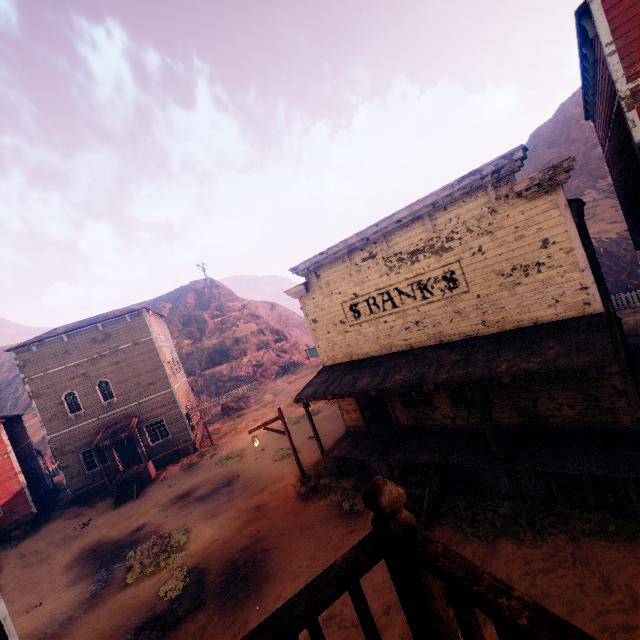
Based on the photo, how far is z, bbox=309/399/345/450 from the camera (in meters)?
17.31

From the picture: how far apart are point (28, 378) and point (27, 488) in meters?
6.8 m

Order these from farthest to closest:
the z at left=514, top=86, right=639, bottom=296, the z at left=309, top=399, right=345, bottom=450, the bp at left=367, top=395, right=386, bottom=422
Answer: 1. the z at left=514, top=86, right=639, bottom=296
2. the z at left=309, top=399, right=345, bottom=450
3. the bp at left=367, top=395, right=386, bottom=422

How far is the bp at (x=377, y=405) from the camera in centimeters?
1470cm

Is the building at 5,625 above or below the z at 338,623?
above

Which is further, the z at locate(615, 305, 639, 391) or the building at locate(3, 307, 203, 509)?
the building at locate(3, 307, 203, 509)

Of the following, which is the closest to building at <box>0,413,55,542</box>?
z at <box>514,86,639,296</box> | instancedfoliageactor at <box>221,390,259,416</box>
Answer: z at <box>514,86,639,296</box>

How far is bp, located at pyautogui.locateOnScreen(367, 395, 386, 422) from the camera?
14.7 meters
